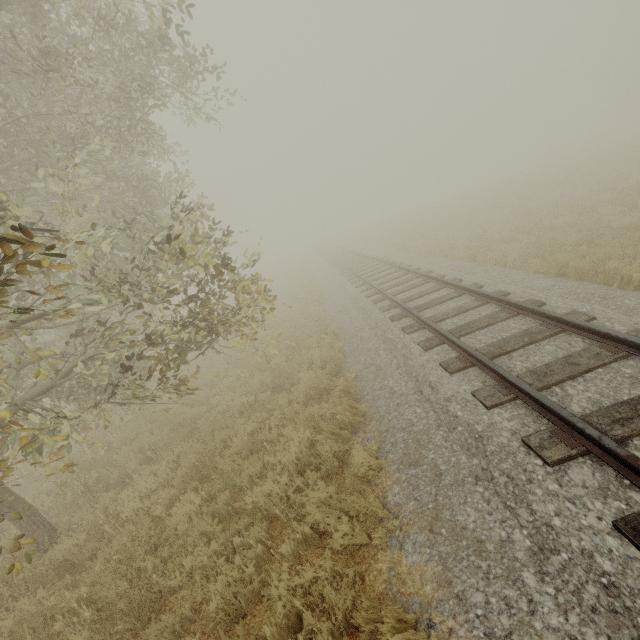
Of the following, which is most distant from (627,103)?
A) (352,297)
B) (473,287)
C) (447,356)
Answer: (447,356)
